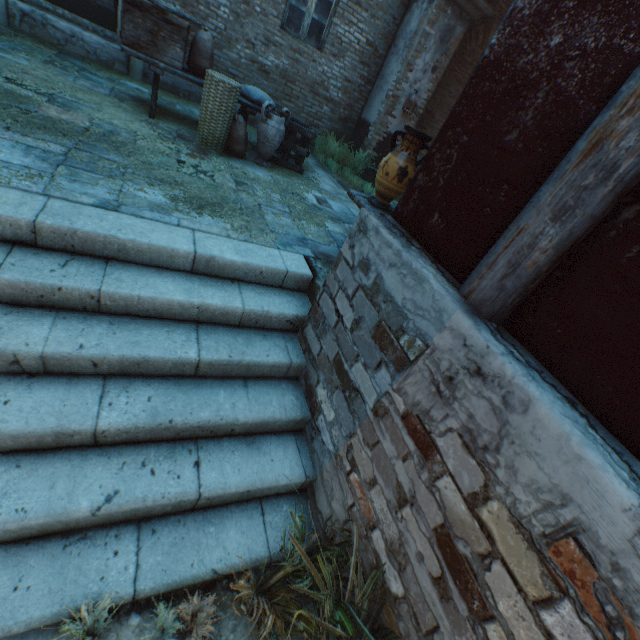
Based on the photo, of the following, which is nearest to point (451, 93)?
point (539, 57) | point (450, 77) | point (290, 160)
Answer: point (450, 77)

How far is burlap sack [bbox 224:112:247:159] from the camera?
4.8 meters

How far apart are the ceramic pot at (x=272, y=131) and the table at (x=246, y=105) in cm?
14

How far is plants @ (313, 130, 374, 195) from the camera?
7.5m

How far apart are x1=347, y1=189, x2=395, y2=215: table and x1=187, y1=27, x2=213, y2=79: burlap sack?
3.32m

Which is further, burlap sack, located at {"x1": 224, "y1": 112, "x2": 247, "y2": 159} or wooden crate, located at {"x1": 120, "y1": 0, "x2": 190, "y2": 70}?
burlap sack, located at {"x1": 224, "y1": 112, "x2": 247, "y2": 159}

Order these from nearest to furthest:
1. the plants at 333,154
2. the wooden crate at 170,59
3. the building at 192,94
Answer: the wooden crate at 170,59, the building at 192,94, the plants at 333,154

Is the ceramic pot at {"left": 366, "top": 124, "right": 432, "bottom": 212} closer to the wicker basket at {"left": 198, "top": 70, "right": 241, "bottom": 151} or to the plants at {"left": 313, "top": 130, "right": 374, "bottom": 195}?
the wicker basket at {"left": 198, "top": 70, "right": 241, "bottom": 151}
